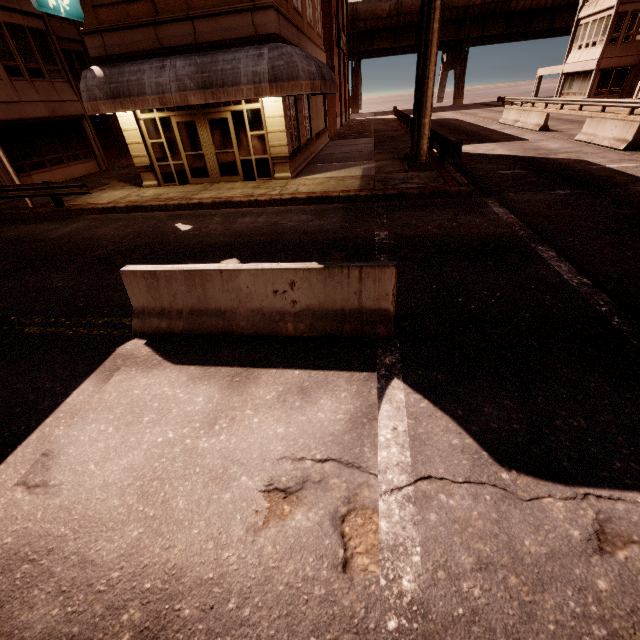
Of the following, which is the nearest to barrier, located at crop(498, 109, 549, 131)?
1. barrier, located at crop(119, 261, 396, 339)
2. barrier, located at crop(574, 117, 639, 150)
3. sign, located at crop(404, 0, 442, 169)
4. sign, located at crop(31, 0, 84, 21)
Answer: barrier, located at crop(574, 117, 639, 150)

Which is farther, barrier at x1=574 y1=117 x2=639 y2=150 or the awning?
barrier at x1=574 y1=117 x2=639 y2=150

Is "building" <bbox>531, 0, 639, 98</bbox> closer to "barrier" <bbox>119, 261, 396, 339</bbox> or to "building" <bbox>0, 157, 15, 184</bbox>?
"building" <bbox>0, 157, 15, 184</bbox>

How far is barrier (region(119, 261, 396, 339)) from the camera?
4.3 meters

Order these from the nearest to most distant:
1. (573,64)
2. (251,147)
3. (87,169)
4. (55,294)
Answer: (55,294) < (251,147) < (87,169) < (573,64)

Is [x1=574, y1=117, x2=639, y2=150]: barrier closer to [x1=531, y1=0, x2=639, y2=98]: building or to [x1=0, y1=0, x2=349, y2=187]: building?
[x1=0, y1=0, x2=349, y2=187]: building

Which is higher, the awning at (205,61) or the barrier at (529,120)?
the awning at (205,61)

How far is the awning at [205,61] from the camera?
10.53m
